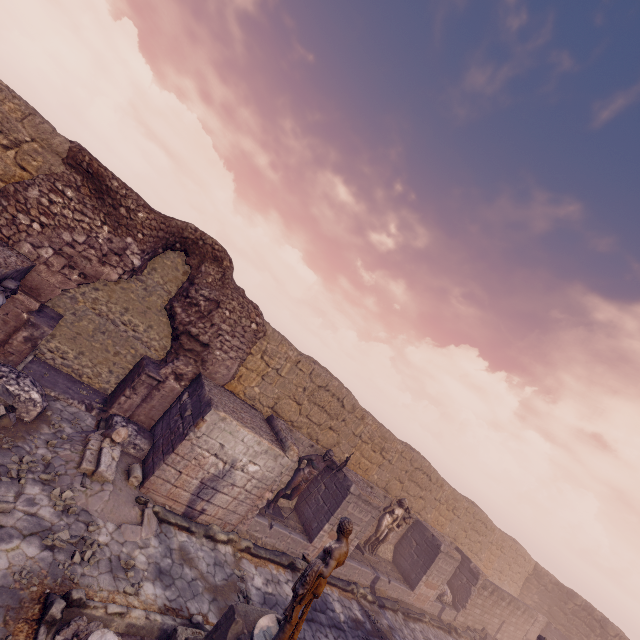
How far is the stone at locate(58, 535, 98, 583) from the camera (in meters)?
5.00

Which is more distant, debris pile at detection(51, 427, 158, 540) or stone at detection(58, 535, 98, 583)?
debris pile at detection(51, 427, 158, 540)

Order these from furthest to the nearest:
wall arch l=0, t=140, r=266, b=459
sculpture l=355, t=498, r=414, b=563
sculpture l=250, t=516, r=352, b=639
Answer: sculpture l=355, t=498, r=414, b=563
wall arch l=0, t=140, r=266, b=459
sculpture l=250, t=516, r=352, b=639

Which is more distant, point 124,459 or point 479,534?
point 479,534

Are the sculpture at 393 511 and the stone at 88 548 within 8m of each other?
no

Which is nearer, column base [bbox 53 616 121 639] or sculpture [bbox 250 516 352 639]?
column base [bbox 53 616 121 639]

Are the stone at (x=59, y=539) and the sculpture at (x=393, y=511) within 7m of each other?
no

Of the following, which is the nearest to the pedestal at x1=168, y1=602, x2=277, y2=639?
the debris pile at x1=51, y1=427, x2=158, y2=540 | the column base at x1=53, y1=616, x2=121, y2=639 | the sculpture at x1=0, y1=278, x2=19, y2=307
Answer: the column base at x1=53, y1=616, x2=121, y2=639
